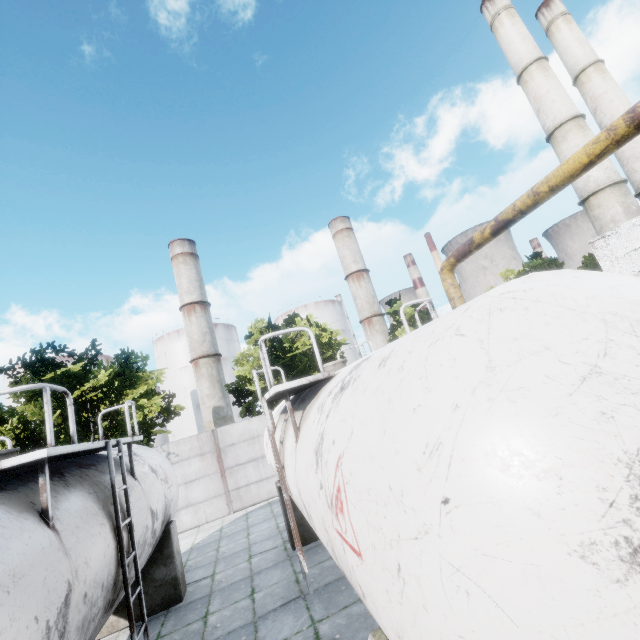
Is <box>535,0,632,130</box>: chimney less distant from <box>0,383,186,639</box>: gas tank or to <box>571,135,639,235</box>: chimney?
<box>571,135,639,235</box>: chimney

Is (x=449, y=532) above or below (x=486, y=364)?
below

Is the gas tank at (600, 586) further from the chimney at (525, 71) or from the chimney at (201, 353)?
the chimney at (201, 353)

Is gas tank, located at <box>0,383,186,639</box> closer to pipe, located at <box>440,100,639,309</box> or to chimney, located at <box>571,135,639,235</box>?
pipe, located at <box>440,100,639,309</box>

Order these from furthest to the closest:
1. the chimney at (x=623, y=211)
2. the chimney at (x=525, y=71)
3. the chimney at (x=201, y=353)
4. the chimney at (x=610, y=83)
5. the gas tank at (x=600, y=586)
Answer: the chimney at (x=201, y=353) → the chimney at (x=610, y=83) → the chimney at (x=525, y=71) → the chimney at (x=623, y=211) → the gas tank at (x=600, y=586)

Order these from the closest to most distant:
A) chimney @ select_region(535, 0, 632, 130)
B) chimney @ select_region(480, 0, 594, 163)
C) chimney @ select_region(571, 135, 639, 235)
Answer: chimney @ select_region(571, 135, 639, 235), chimney @ select_region(480, 0, 594, 163), chimney @ select_region(535, 0, 632, 130)

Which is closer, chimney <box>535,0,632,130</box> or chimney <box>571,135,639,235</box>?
chimney <box>571,135,639,235</box>

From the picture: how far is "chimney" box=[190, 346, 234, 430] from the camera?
57.1m
